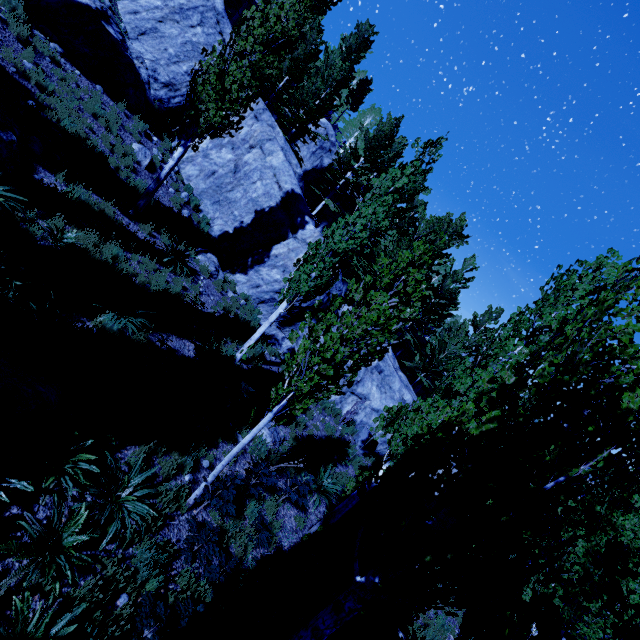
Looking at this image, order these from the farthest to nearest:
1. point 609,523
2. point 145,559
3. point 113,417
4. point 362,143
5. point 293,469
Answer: point 362,143 < point 293,469 < point 609,523 < point 113,417 < point 145,559

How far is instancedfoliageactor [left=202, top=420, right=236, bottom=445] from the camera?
7.58m

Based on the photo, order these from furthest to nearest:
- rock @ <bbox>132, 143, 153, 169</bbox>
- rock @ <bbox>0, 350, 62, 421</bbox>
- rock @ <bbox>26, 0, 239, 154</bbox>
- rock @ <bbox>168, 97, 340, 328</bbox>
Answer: rock @ <bbox>168, 97, 340, 328</bbox> → rock @ <bbox>132, 143, 153, 169</bbox> → rock @ <bbox>26, 0, 239, 154</bbox> → rock @ <bbox>0, 350, 62, 421</bbox>

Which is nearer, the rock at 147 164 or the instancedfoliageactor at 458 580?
the instancedfoliageactor at 458 580

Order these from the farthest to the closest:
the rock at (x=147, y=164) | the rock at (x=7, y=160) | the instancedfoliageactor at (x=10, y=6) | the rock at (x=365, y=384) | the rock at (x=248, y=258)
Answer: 1. the rock at (x=365, y=384)
2. the rock at (x=248, y=258)
3. the rock at (x=147, y=164)
4. the instancedfoliageactor at (x=10, y=6)
5. the rock at (x=7, y=160)

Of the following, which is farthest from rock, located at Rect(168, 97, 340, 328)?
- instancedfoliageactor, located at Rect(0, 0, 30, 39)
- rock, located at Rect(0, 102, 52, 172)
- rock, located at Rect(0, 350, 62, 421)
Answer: rock, located at Rect(0, 350, 62, 421)

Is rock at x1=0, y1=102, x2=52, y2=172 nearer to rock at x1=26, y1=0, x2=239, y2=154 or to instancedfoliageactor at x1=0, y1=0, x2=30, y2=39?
instancedfoliageactor at x1=0, y1=0, x2=30, y2=39
